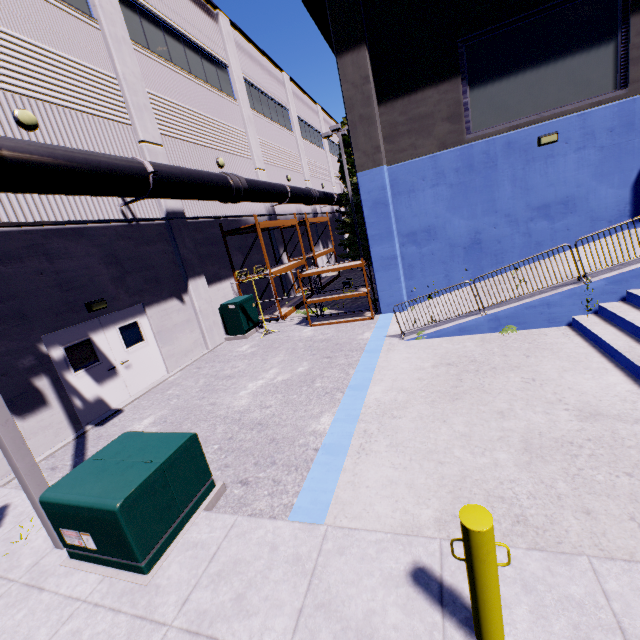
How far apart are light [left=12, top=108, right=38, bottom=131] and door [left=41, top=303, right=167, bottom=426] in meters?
4.6

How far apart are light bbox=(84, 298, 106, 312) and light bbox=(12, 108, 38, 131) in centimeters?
422cm

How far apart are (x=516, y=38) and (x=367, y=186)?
5.5m

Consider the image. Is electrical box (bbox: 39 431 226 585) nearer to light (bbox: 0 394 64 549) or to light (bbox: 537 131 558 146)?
light (bbox: 0 394 64 549)

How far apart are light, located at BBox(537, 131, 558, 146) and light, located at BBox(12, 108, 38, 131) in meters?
13.2

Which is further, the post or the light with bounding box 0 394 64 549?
the light with bounding box 0 394 64 549

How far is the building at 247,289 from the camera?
15.4m

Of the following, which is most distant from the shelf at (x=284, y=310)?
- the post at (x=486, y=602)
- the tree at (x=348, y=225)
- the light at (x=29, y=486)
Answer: the post at (x=486, y=602)
